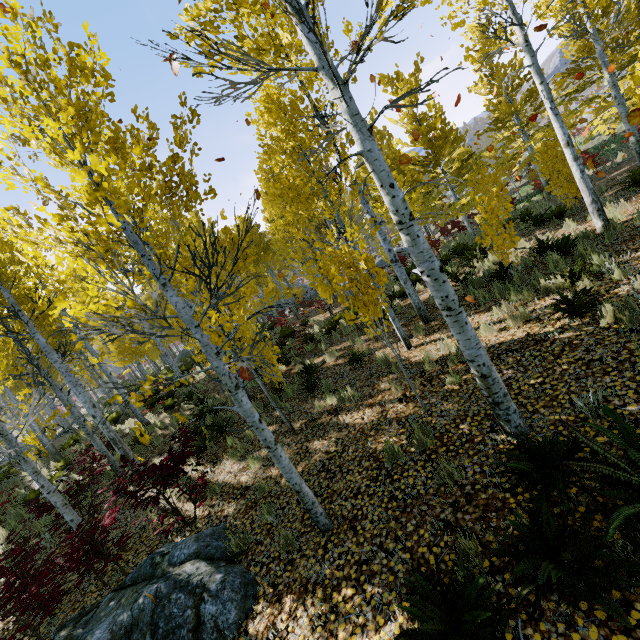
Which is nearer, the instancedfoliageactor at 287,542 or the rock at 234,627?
Result: the rock at 234,627

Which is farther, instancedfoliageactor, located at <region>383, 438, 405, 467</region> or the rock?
instancedfoliageactor, located at <region>383, 438, 405, 467</region>

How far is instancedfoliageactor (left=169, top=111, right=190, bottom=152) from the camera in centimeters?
316cm

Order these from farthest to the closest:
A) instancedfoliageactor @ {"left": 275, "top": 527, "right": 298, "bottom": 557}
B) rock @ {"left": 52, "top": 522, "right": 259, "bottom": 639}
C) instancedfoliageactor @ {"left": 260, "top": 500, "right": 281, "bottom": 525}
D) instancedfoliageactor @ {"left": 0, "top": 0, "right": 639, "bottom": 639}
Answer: instancedfoliageactor @ {"left": 260, "top": 500, "right": 281, "bottom": 525}
instancedfoliageactor @ {"left": 275, "top": 527, "right": 298, "bottom": 557}
rock @ {"left": 52, "top": 522, "right": 259, "bottom": 639}
instancedfoliageactor @ {"left": 0, "top": 0, "right": 639, "bottom": 639}

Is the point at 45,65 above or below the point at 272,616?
above
